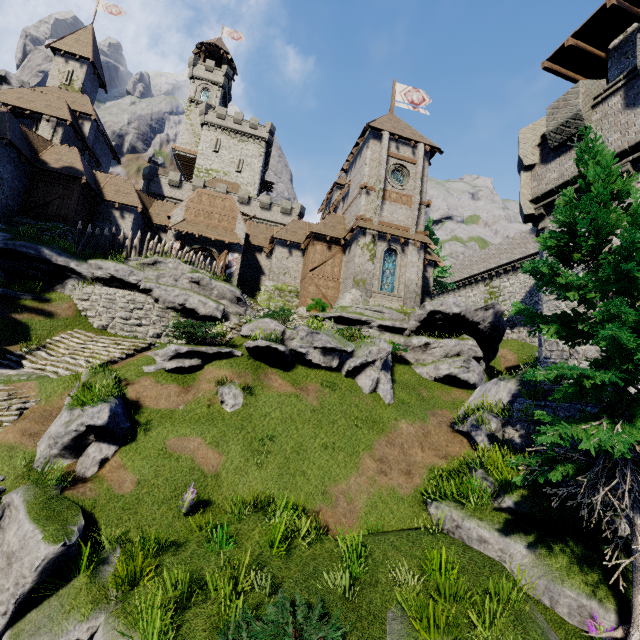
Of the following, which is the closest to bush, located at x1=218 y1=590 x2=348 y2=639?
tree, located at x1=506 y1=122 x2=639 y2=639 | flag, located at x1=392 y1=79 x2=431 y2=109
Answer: tree, located at x1=506 y1=122 x2=639 y2=639

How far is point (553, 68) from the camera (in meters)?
18.61

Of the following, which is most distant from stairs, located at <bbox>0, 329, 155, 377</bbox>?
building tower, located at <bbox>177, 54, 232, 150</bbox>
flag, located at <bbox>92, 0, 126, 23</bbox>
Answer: building tower, located at <bbox>177, 54, 232, 150</bbox>

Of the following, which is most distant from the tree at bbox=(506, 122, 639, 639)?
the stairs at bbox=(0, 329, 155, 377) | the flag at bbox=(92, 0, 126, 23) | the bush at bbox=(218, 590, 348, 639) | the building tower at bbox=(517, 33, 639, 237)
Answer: the flag at bbox=(92, 0, 126, 23)

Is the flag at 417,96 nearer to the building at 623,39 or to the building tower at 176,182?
the building at 623,39

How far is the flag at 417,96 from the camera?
32.03m

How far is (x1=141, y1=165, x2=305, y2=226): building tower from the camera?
41.84m

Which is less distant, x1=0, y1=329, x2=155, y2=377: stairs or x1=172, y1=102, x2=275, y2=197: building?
x1=0, y1=329, x2=155, y2=377: stairs
